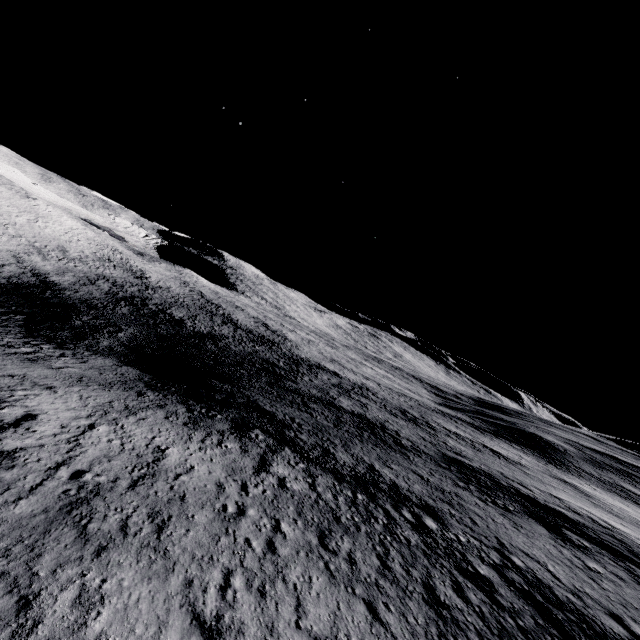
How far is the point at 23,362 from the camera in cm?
2653
